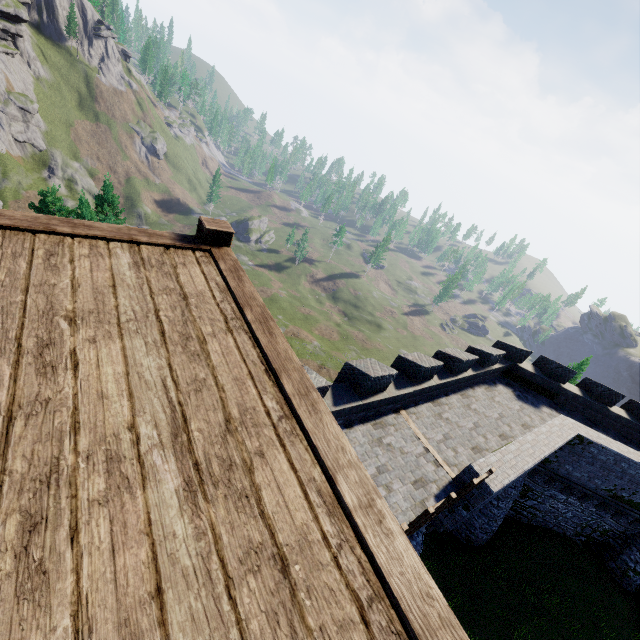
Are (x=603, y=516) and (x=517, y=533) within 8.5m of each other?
yes
